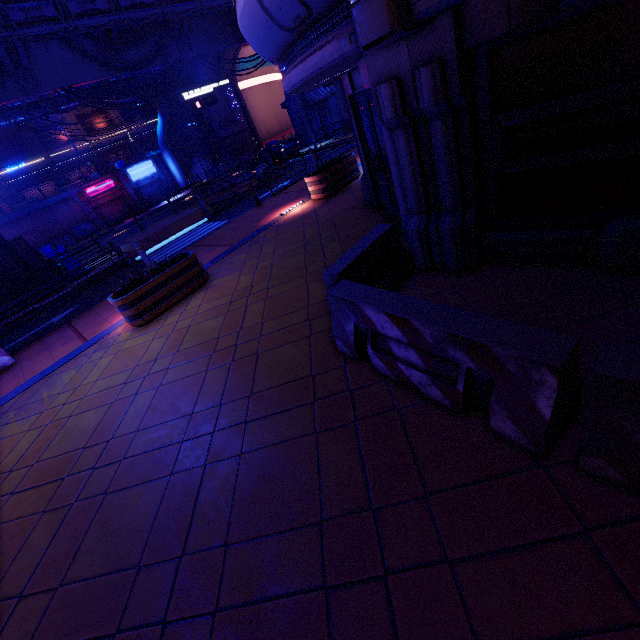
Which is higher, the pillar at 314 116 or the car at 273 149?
the pillar at 314 116

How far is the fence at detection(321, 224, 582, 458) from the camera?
2.2m

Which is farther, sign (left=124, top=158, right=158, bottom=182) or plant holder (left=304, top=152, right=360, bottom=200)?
sign (left=124, top=158, right=158, bottom=182)

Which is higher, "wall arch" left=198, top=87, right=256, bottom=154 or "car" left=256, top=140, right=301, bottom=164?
"wall arch" left=198, top=87, right=256, bottom=154

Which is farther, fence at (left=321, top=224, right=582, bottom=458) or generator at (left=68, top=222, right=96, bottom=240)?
generator at (left=68, top=222, right=96, bottom=240)

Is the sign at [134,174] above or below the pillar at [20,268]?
Result: above

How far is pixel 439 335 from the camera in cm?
277

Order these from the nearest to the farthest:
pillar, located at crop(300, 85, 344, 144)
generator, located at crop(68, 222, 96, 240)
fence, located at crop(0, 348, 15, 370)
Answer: fence, located at crop(0, 348, 15, 370)
pillar, located at crop(300, 85, 344, 144)
generator, located at crop(68, 222, 96, 240)
